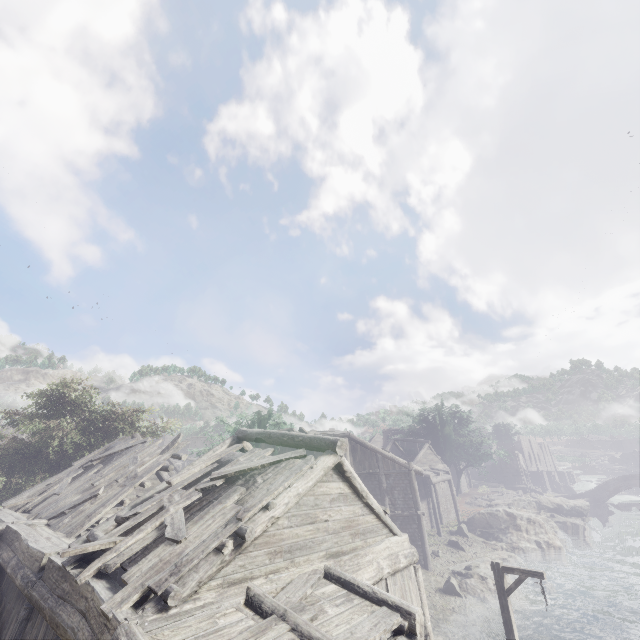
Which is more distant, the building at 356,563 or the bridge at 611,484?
the bridge at 611,484

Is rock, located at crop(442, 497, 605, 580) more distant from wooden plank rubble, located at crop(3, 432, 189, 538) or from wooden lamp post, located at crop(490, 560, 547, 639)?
wooden plank rubble, located at crop(3, 432, 189, 538)

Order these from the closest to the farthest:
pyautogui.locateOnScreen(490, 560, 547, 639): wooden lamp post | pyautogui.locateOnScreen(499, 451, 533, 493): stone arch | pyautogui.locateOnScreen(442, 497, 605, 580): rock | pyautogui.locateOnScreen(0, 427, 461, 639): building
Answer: pyautogui.locateOnScreen(0, 427, 461, 639): building
pyautogui.locateOnScreen(490, 560, 547, 639): wooden lamp post
pyautogui.locateOnScreen(442, 497, 605, 580): rock
pyautogui.locateOnScreen(499, 451, 533, 493): stone arch

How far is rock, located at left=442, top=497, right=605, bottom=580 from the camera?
25.92m

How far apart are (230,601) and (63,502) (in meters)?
10.26

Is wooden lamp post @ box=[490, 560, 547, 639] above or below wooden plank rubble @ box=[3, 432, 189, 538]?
below

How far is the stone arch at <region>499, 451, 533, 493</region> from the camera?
52.8m

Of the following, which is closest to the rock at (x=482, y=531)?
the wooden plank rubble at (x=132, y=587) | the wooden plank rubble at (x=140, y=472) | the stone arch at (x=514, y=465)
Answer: the stone arch at (x=514, y=465)
